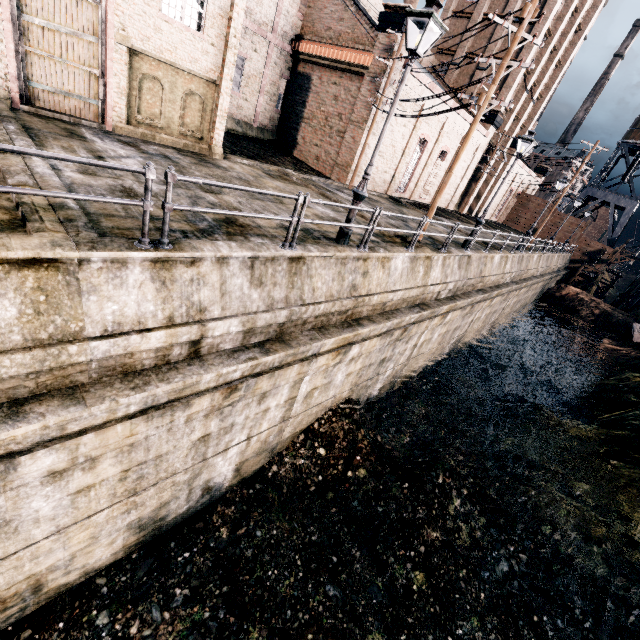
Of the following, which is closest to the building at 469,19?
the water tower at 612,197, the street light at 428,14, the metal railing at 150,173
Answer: the water tower at 612,197

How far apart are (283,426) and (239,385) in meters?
3.6 m

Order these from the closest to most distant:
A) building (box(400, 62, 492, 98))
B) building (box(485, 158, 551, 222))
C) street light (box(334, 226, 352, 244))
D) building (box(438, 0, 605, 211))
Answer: street light (box(334, 226, 352, 244)) → building (box(400, 62, 492, 98)) → building (box(438, 0, 605, 211)) → building (box(485, 158, 551, 222))

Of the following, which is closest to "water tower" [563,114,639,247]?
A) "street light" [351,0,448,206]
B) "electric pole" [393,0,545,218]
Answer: "electric pole" [393,0,545,218]

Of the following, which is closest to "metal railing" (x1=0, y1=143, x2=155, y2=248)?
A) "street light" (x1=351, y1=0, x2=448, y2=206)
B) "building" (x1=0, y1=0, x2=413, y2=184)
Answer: "street light" (x1=351, y1=0, x2=448, y2=206)

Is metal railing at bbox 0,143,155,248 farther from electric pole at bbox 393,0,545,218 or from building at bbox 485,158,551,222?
building at bbox 485,158,551,222

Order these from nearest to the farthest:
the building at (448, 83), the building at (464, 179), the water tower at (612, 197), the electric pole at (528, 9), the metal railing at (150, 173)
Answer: the metal railing at (150, 173)
the electric pole at (528, 9)
the building at (448, 83)
the building at (464, 179)
the water tower at (612, 197)

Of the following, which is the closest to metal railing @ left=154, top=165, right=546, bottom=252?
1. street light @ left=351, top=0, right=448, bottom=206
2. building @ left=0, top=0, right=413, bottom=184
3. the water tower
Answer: street light @ left=351, top=0, right=448, bottom=206
